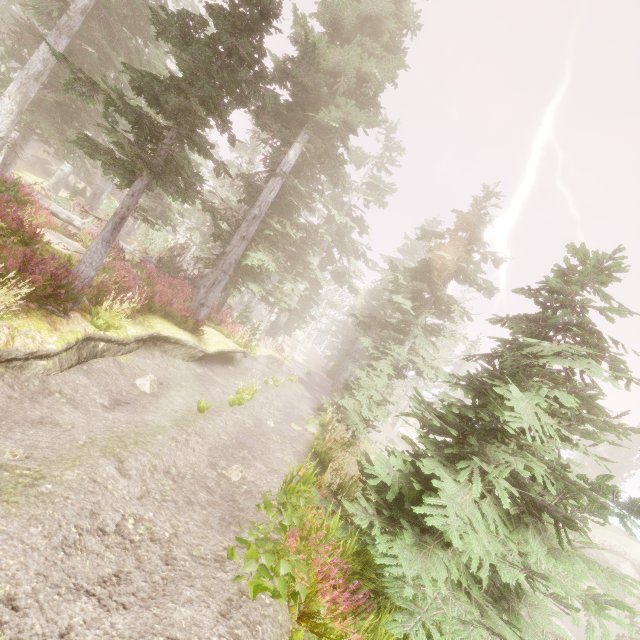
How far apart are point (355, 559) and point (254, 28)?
13.8 meters

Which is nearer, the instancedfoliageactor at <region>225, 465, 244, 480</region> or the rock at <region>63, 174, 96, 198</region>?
the instancedfoliageactor at <region>225, 465, 244, 480</region>

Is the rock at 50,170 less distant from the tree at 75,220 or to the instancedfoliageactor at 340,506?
the instancedfoliageactor at 340,506

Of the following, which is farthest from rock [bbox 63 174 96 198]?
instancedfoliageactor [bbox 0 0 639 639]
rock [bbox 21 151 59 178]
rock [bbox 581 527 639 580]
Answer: rock [bbox 581 527 639 580]

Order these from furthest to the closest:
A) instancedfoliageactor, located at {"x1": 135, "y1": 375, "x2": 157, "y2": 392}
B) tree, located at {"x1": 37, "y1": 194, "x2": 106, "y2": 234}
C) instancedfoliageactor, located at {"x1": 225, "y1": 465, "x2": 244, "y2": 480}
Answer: tree, located at {"x1": 37, "y1": 194, "x2": 106, "y2": 234} → instancedfoliageactor, located at {"x1": 135, "y1": 375, "x2": 157, "y2": 392} → instancedfoliageactor, located at {"x1": 225, "y1": 465, "x2": 244, "y2": 480}

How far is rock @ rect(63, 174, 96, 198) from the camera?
36.34m

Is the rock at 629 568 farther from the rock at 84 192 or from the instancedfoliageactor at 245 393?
the rock at 84 192
